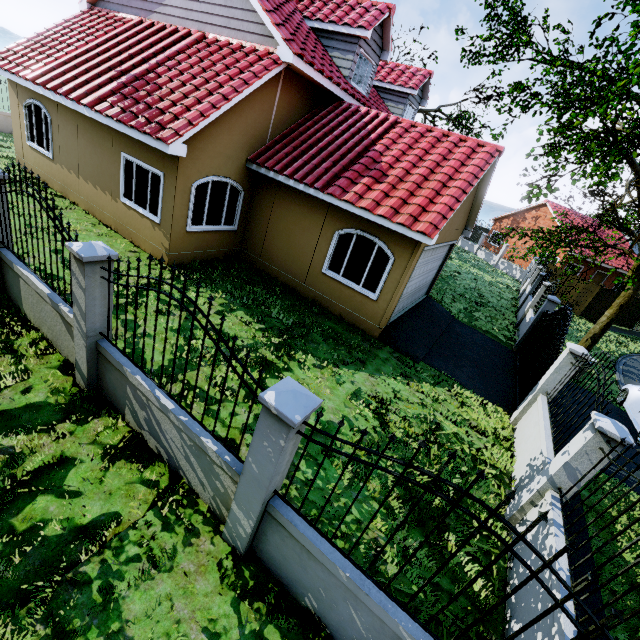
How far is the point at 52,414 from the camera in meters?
4.5 m

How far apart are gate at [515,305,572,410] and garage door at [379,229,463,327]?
3.98m

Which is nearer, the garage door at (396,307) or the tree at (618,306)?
the tree at (618,306)

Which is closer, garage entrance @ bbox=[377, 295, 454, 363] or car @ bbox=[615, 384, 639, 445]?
garage entrance @ bbox=[377, 295, 454, 363]

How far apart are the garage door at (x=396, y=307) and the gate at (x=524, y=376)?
4.0 meters

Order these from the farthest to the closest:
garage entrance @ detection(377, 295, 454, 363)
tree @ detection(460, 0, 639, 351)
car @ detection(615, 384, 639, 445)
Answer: car @ detection(615, 384, 639, 445)
garage entrance @ detection(377, 295, 454, 363)
tree @ detection(460, 0, 639, 351)

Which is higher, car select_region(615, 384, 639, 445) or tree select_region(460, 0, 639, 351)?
tree select_region(460, 0, 639, 351)

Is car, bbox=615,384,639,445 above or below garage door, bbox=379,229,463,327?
below
